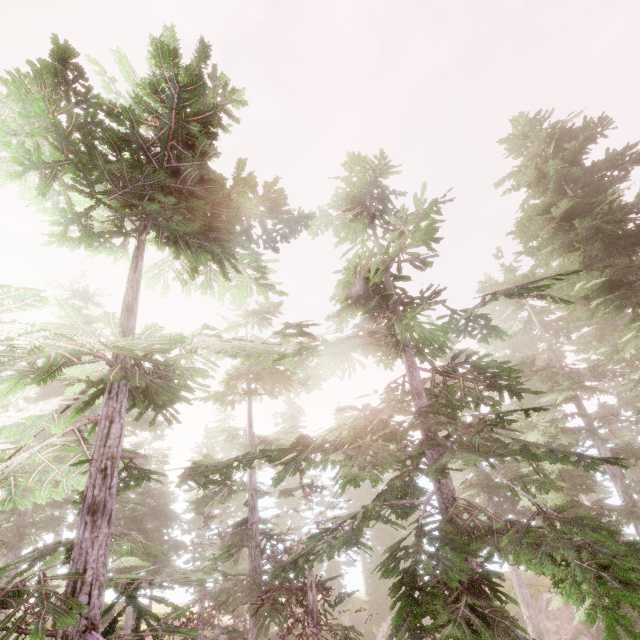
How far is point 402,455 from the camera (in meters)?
6.08

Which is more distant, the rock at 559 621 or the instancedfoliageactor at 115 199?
the rock at 559 621

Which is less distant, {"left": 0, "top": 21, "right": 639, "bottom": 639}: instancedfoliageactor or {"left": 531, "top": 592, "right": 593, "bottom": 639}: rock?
{"left": 0, "top": 21, "right": 639, "bottom": 639}: instancedfoliageactor

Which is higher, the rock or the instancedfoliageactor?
the instancedfoliageactor

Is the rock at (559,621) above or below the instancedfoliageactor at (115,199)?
below
